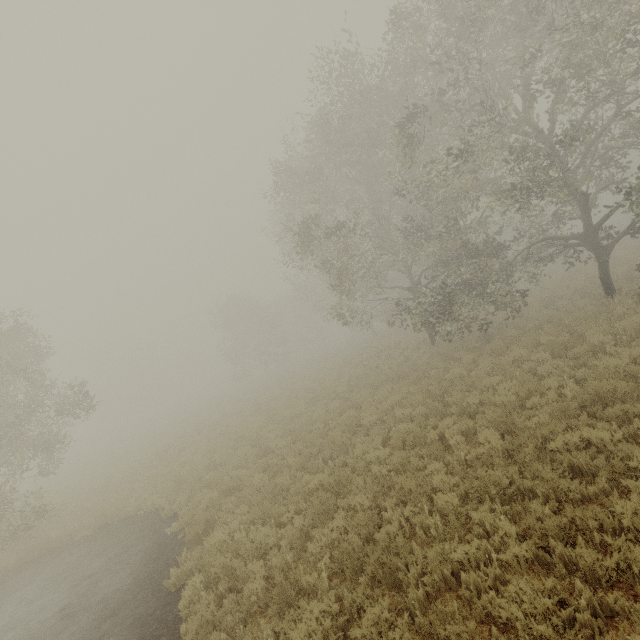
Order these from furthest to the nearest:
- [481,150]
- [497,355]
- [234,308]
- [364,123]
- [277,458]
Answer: [234,308], [364,123], [497,355], [277,458], [481,150]
